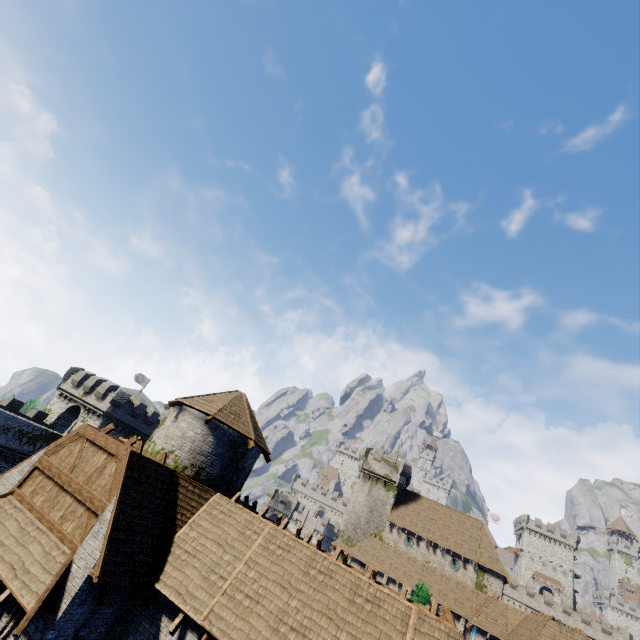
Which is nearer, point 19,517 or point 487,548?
point 19,517

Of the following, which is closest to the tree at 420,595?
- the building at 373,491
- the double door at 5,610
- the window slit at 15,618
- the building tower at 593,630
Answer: the building at 373,491

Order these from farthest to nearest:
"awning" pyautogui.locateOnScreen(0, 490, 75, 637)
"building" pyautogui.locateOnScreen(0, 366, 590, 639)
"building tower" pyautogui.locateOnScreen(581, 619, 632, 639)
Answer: "building tower" pyautogui.locateOnScreen(581, 619, 632, 639), "building" pyautogui.locateOnScreen(0, 366, 590, 639), "awning" pyautogui.locateOnScreen(0, 490, 75, 637)

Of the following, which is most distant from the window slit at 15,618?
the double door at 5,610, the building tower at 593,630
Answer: the building tower at 593,630

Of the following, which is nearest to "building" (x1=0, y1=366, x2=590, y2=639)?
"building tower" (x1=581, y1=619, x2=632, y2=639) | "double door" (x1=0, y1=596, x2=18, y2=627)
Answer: "double door" (x1=0, y1=596, x2=18, y2=627)

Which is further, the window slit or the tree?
the tree

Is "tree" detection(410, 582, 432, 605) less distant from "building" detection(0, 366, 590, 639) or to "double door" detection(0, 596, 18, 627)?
"building" detection(0, 366, 590, 639)

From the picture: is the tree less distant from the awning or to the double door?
the double door
